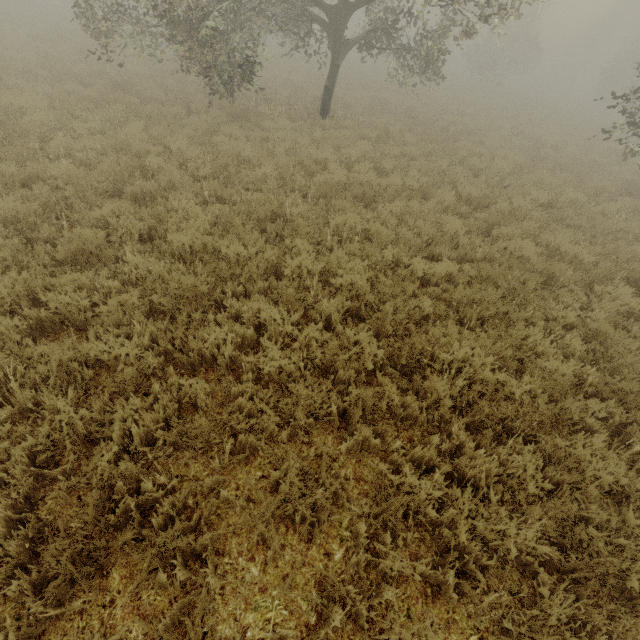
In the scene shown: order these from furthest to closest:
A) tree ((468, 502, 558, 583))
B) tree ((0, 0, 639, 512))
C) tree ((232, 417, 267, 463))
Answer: tree ((0, 0, 639, 512)) < tree ((232, 417, 267, 463)) < tree ((468, 502, 558, 583))

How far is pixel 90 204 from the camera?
6.0m

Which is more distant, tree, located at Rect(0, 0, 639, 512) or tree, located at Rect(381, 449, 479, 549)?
tree, located at Rect(0, 0, 639, 512)

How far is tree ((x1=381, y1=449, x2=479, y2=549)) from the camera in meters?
2.8 m

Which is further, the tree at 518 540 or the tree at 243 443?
the tree at 243 443
